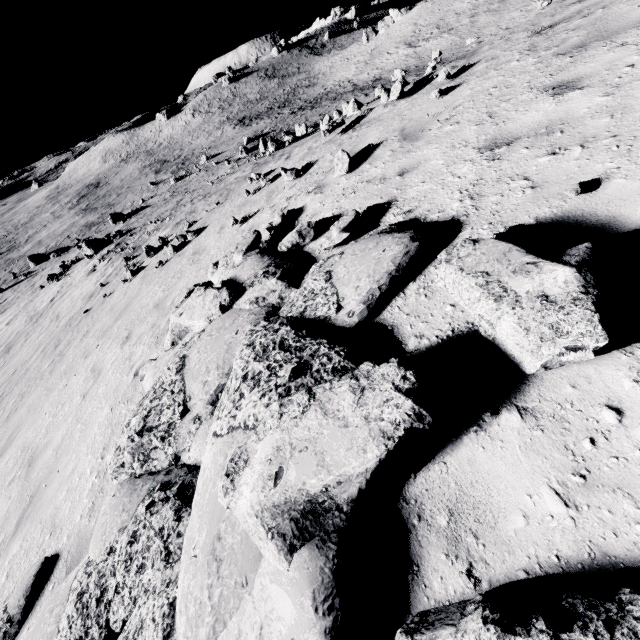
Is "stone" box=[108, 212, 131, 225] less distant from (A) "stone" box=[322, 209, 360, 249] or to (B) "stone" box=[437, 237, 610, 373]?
(A) "stone" box=[322, 209, 360, 249]

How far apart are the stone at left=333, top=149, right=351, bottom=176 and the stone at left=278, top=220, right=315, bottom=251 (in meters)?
1.80

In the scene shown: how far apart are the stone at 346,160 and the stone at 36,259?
45.1 meters

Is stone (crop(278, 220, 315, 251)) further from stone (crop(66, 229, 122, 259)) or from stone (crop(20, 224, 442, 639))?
stone (crop(66, 229, 122, 259))

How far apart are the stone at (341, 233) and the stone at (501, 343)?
1.7 meters

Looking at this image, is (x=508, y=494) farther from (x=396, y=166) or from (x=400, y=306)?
(x=396, y=166)

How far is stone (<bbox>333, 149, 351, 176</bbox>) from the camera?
6.3 meters

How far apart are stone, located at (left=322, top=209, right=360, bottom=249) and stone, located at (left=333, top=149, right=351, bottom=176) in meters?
2.2 m
